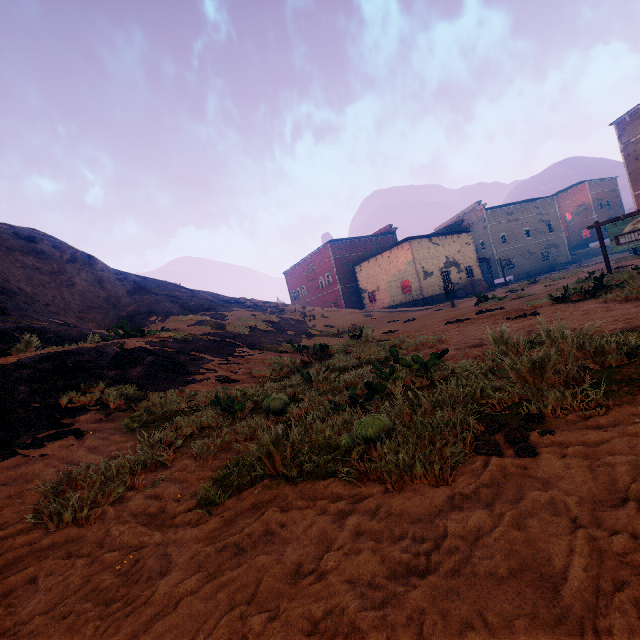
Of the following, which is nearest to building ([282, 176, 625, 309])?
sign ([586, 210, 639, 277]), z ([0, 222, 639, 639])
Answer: z ([0, 222, 639, 639])

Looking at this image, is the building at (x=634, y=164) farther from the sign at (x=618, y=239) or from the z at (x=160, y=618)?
the sign at (x=618, y=239)

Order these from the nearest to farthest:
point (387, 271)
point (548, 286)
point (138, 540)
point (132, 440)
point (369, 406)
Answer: point (138, 540) < point (369, 406) < point (132, 440) < point (548, 286) < point (387, 271)

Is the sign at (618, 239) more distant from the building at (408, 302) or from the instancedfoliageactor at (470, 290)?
the instancedfoliageactor at (470, 290)

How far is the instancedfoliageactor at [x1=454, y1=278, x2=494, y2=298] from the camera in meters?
32.0

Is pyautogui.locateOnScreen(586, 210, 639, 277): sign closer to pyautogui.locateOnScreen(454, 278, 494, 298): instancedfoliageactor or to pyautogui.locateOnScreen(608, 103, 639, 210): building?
pyautogui.locateOnScreen(608, 103, 639, 210): building

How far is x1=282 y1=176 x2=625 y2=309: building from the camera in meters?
34.3

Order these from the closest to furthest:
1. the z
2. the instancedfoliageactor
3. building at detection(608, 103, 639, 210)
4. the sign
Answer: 1. the z
2. the sign
3. building at detection(608, 103, 639, 210)
4. the instancedfoliageactor
